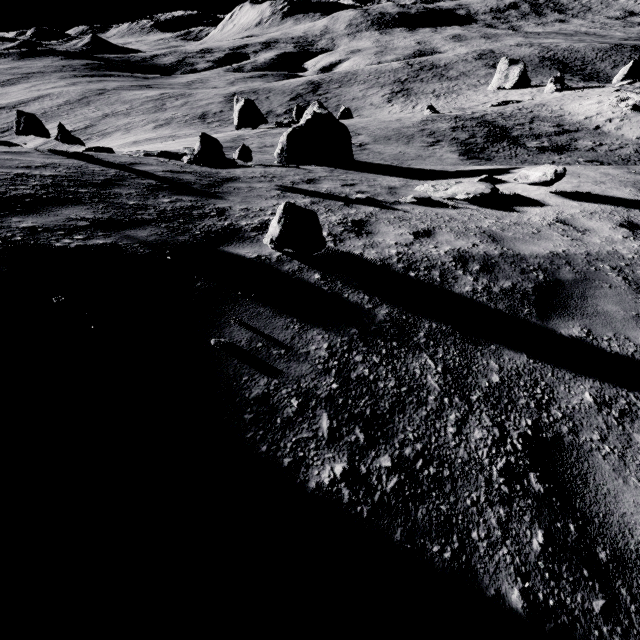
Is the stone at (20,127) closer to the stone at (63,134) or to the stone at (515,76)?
the stone at (63,134)

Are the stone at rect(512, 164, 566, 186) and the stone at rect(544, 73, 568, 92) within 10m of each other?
no

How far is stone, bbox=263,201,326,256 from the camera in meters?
3.5

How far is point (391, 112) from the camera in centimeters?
5503cm

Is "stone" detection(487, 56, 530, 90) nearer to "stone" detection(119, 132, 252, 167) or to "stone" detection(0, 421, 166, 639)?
"stone" detection(119, 132, 252, 167)

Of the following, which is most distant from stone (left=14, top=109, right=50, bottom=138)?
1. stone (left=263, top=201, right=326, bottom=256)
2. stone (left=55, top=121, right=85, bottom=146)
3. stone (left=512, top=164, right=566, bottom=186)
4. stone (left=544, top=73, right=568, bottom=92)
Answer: stone (left=544, top=73, right=568, bottom=92)

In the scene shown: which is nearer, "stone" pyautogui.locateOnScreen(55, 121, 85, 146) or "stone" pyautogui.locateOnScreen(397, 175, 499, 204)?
"stone" pyautogui.locateOnScreen(397, 175, 499, 204)

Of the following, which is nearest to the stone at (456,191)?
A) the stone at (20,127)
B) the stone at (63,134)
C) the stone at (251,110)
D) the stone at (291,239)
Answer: the stone at (291,239)
